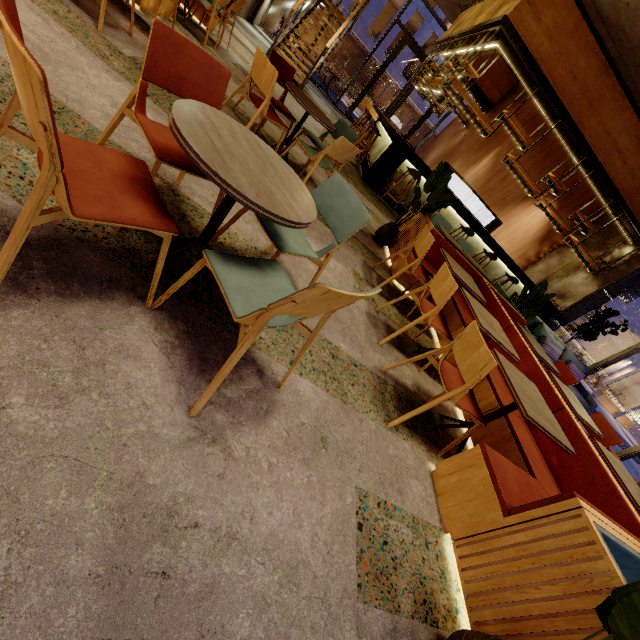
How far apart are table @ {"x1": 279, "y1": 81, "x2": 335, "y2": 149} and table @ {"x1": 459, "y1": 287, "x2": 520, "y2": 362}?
2.4 meters

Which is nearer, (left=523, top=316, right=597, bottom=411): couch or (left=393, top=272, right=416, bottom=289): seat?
(left=393, top=272, right=416, bottom=289): seat

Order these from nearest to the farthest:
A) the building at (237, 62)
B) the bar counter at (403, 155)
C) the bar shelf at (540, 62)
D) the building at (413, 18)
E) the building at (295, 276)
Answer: the building at (295, 276) → the building at (237, 62) → the bar shelf at (540, 62) → the bar counter at (403, 155) → the building at (413, 18)

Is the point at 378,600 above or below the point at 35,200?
below

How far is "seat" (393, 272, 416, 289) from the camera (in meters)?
4.38

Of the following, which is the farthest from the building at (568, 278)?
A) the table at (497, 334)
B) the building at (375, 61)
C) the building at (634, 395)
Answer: the building at (375, 61)

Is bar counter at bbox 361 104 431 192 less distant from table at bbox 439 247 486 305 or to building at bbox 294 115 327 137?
building at bbox 294 115 327 137

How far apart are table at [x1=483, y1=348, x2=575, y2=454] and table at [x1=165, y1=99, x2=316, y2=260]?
1.8 meters
